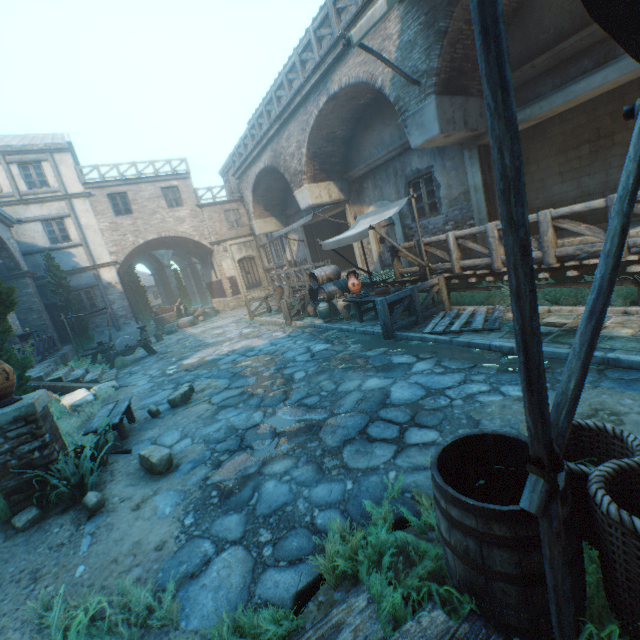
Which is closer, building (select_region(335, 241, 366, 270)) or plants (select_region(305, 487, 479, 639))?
plants (select_region(305, 487, 479, 639))

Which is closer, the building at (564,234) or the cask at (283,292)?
the building at (564,234)

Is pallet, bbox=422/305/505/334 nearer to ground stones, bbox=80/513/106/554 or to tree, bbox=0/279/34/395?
ground stones, bbox=80/513/106/554

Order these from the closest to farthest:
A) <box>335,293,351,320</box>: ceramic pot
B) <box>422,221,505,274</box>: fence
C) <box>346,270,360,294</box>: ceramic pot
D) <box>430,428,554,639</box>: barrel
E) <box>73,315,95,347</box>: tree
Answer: <box>430,428,554,639</box>: barrel → <box>422,221,505,274</box>: fence → <box>346,270,360,294</box>: ceramic pot → <box>335,293,351,320</box>: ceramic pot → <box>73,315,95,347</box>: tree

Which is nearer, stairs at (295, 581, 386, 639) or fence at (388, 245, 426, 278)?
stairs at (295, 581, 386, 639)

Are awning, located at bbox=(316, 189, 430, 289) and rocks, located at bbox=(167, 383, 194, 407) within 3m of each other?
no

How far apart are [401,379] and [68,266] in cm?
2067

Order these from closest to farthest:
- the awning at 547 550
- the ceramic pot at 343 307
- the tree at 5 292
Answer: the awning at 547 550
the tree at 5 292
the ceramic pot at 343 307
